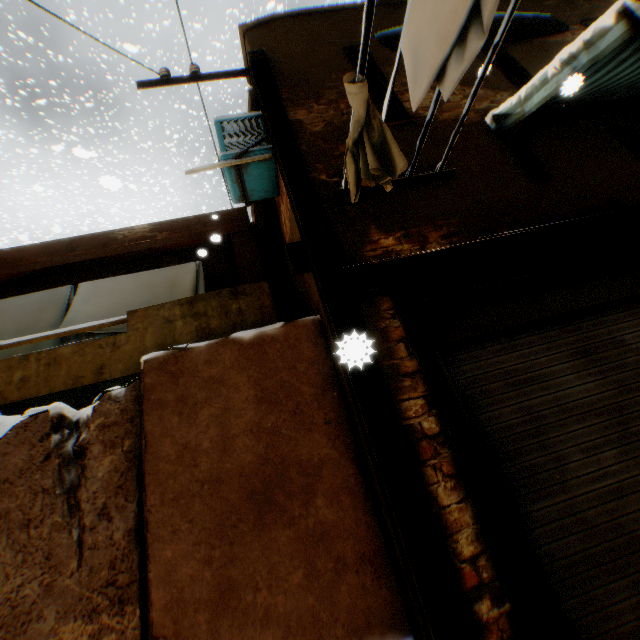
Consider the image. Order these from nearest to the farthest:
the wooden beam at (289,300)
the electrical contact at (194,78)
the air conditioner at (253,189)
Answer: the air conditioner at (253,189)
the electrical contact at (194,78)
the wooden beam at (289,300)

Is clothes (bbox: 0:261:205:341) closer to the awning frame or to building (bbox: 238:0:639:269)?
building (bbox: 238:0:639:269)

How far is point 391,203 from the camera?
3.3m

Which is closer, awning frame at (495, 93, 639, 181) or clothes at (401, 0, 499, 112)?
clothes at (401, 0, 499, 112)

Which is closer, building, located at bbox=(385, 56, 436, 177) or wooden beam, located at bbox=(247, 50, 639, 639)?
wooden beam, located at bbox=(247, 50, 639, 639)

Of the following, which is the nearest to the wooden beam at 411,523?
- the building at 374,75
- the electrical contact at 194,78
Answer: the building at 374,75

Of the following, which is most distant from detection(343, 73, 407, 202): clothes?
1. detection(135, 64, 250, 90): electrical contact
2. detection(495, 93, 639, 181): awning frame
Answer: detection(135, 64, 250, 90): electrical contact
